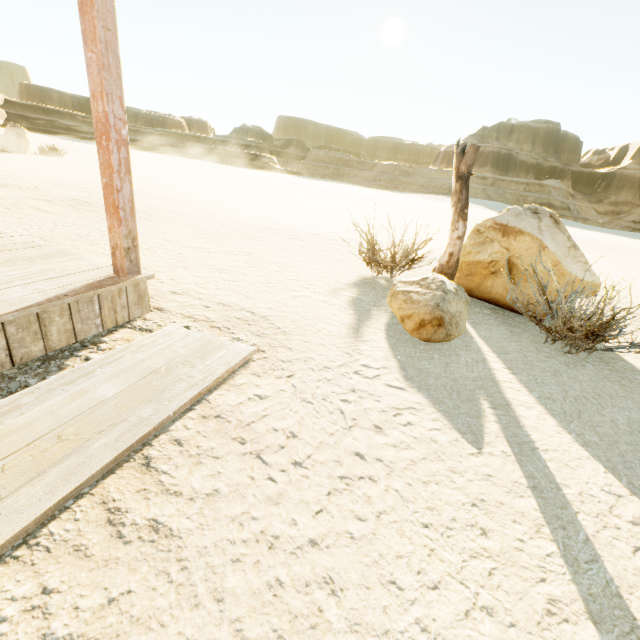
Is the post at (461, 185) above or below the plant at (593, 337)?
above

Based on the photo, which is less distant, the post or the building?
the building

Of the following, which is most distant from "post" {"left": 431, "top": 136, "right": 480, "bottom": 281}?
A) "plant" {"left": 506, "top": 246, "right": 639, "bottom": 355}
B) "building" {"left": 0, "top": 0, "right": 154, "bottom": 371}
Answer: "building" {"left": 0, "top": 0, "right": 154, "bottom": 371}

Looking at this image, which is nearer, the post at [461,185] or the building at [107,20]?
the building at [107,20]

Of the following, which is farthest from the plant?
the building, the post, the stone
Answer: the stone

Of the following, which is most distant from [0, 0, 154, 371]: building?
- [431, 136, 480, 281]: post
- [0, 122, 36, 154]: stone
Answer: [0, 122, 36, 154]: stone

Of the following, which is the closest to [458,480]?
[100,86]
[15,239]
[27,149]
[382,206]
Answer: [100,86]
